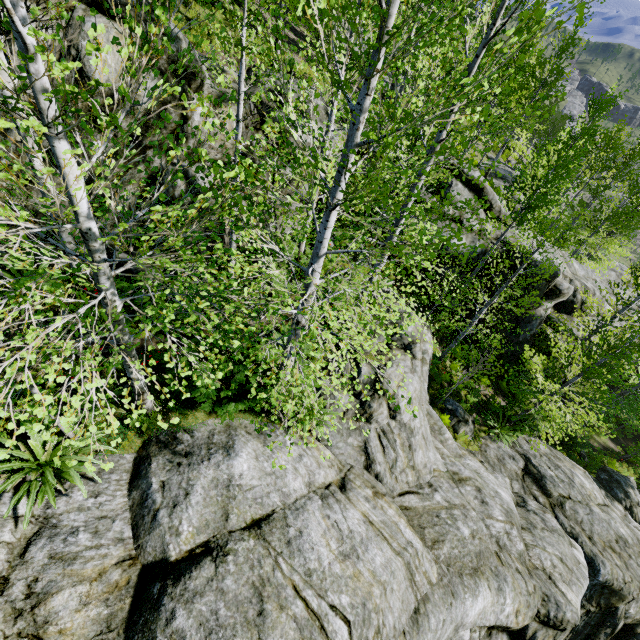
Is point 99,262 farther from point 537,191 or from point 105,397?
point 537,191

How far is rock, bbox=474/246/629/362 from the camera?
15.5 meters

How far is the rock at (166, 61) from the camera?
6.6 meters

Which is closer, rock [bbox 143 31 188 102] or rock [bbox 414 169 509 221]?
rock [bbox 143 31 188 102]

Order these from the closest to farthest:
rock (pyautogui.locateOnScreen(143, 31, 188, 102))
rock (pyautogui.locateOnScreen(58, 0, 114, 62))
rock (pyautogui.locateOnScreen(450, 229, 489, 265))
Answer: rock (pyautogui.locateOnScreen(58, 0, 114, 62))
rock (pyautogui.locateOnScreen(143, 31, 188, 102))
rock (pyautogui.locateOnScreen(450, 229, 489, 265))

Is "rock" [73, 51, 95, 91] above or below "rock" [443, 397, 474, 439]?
above

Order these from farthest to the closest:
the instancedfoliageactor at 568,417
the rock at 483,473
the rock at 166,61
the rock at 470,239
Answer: the rock at 470,239
the rock at 166,61
the rock at 483,473
the instancedfoliageactor at 568,417
